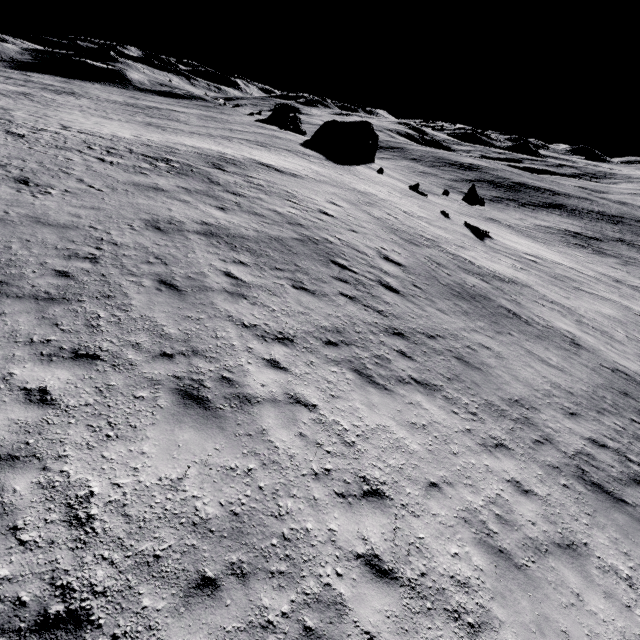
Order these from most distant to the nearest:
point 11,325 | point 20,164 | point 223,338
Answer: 1. point 20,164
2. point 223,338
3. point 11,325

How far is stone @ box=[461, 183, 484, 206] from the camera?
38.1m

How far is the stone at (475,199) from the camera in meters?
38.1 m
